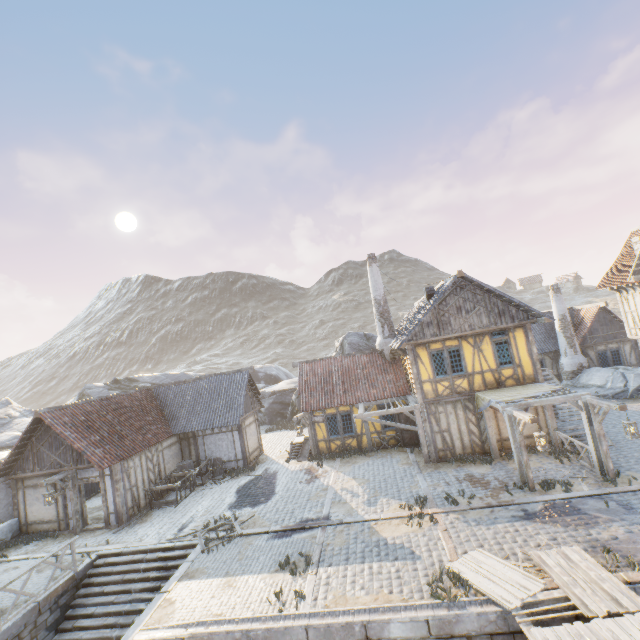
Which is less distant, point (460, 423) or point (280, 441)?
point (460, 423)

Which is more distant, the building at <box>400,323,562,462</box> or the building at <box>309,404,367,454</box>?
the building at <box>309,404,367,454</box>

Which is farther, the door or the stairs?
the door

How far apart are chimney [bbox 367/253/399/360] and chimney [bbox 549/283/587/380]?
13.8m

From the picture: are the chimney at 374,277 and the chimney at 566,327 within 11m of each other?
no

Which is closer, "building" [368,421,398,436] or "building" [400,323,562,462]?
"building" [400,323,562,462]

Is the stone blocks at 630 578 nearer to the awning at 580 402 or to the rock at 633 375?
the rock at 633 375

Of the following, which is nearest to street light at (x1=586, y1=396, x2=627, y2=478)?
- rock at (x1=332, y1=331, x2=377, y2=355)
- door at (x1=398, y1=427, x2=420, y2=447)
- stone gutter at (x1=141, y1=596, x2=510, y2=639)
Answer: stone gutter at (x1=141, y1=596, x2=510, y2=639)
